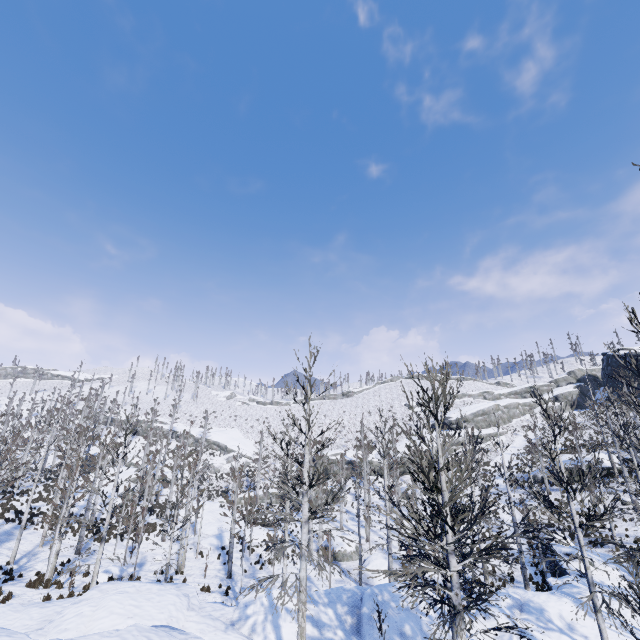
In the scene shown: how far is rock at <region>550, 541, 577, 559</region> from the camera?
21.8m

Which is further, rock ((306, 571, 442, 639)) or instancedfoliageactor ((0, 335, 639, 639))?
rock ((306, 571, 442, 639))

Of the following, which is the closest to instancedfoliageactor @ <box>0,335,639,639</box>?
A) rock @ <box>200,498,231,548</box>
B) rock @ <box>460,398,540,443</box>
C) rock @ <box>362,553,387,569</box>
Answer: rock @ <box>362,553,387,569</box>

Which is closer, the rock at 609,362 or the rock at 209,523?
the rock at 209,523

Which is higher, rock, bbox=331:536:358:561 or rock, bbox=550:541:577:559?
rock, bbox=550:541:577:559

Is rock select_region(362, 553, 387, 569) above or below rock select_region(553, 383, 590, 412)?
below

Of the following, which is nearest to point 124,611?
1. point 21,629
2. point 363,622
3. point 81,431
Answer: point 21,629

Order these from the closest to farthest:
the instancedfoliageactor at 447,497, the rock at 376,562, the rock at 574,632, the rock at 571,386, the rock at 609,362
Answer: the instancedfoliageactor at 447,497 → the rock at 574,632 → the rock at 376,562 → the rock at 609,362 → the rock at 571,386
